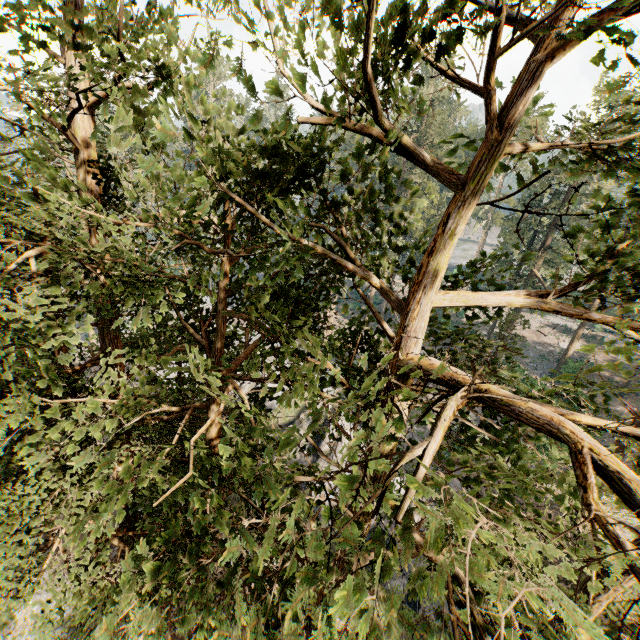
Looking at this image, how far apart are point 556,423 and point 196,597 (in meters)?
8.38
